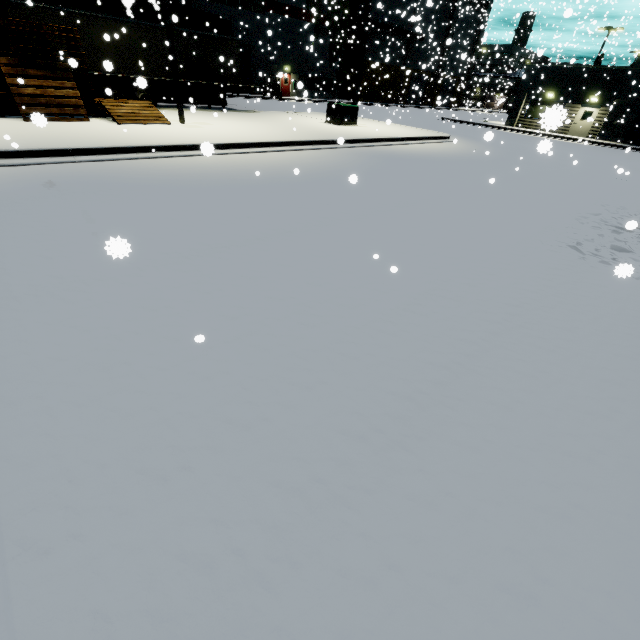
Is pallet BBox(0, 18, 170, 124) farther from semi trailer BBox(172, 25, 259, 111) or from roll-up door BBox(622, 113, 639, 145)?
roll-up door BBox(622, 113, 639, 145)

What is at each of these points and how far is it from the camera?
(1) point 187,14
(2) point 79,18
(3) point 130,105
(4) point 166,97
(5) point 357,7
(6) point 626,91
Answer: (1) cargo container, 22.1 meters
(2) semi trailer, 15.9 meters
(3) pallet, 12.9 meters
(4) cargo container, 22.8 meters
(5) building, 44.0 meters
(6) building, 25.8 meters

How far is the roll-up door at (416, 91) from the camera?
44.3 meters

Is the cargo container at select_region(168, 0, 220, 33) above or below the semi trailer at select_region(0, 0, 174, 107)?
above

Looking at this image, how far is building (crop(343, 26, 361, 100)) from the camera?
45.04m

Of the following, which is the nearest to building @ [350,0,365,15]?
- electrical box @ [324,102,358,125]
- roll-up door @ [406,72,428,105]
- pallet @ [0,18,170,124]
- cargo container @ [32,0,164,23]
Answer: roll-up door @ [406,72,428,105]

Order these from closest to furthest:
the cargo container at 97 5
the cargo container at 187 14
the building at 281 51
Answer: the cargo container at 97 5, the cargo container at 187 14, the building at 281 51

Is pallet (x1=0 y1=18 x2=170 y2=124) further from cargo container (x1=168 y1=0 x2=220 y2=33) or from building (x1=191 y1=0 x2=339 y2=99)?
cargo container (x1=168 y1=0 x2=220 y2=33)
